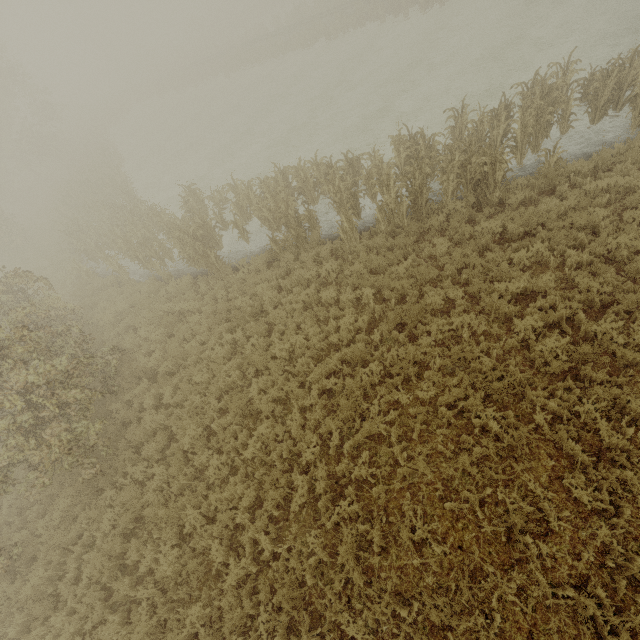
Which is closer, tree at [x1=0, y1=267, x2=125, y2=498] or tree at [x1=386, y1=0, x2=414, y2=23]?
tree at [x1=0, y1=267, x2=125, y2=498]

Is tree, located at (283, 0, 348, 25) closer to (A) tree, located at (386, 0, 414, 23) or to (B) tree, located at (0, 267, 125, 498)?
(A) tree, located at (386, 0, 414, 23)

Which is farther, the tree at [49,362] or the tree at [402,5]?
the tree at [402,5]

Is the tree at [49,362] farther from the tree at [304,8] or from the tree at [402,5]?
the tree at [304,8]

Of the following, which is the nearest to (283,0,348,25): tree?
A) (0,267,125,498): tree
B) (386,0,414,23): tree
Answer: (386,0,414,23): tree

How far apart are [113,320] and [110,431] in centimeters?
529cm

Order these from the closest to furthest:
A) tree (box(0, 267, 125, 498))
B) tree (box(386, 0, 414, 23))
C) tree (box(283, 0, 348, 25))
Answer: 1. tree (box(0, 267, 125, 498))
2. tree (box(386, 0, 414, 23))
3. tree (box(283, 0, 348, 25))
